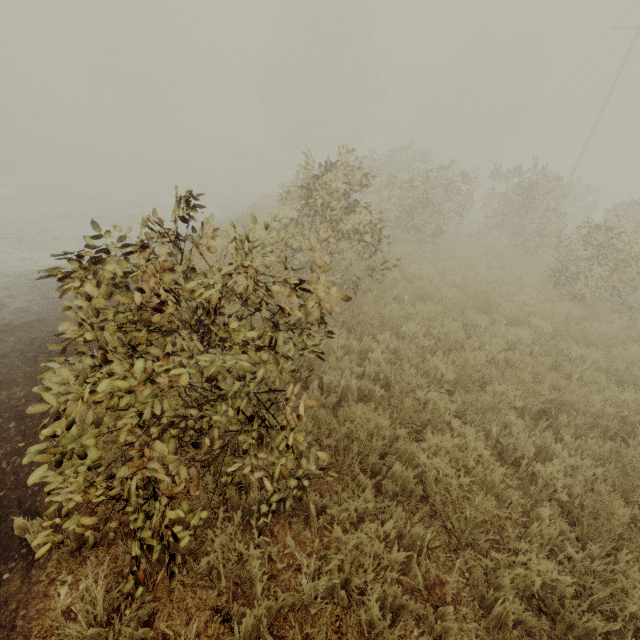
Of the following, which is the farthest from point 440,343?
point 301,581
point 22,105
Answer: point 22,105
